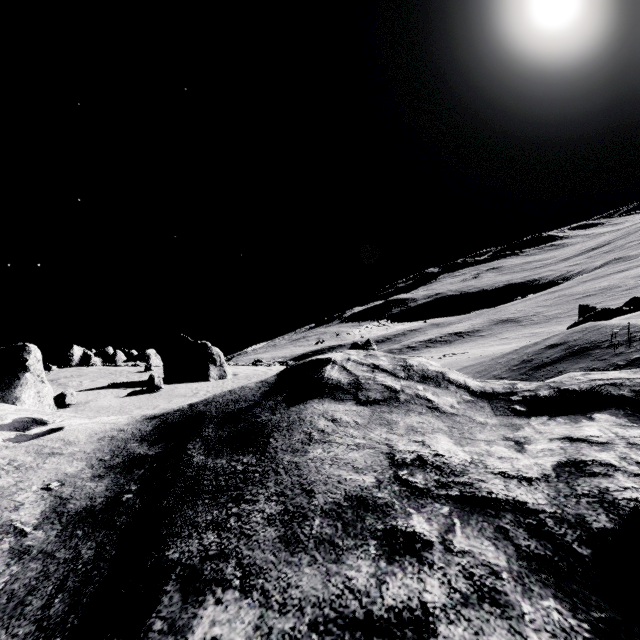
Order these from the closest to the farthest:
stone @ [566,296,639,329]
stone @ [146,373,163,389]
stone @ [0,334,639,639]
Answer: stone @ [0,334,639,639] → stone @ [146,373,163,389] → stone @ [566,296,639,329]

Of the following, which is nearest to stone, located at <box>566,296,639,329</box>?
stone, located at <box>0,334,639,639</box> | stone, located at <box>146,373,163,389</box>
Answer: stone, located at <box>0,334,639,639</box>

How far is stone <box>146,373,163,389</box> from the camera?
13.72m

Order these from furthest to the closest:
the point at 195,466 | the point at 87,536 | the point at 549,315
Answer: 1. the point at 549,315
2. the point at 195,466
3. the point at 87,536

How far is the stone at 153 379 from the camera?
13.7m

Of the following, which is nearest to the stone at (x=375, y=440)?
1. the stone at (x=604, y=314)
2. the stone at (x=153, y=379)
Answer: the stone at (x=153, y=379)

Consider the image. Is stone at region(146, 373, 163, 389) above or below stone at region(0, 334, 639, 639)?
above

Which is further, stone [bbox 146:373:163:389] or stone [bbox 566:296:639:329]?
stone [bbox 566:296:639:329]
